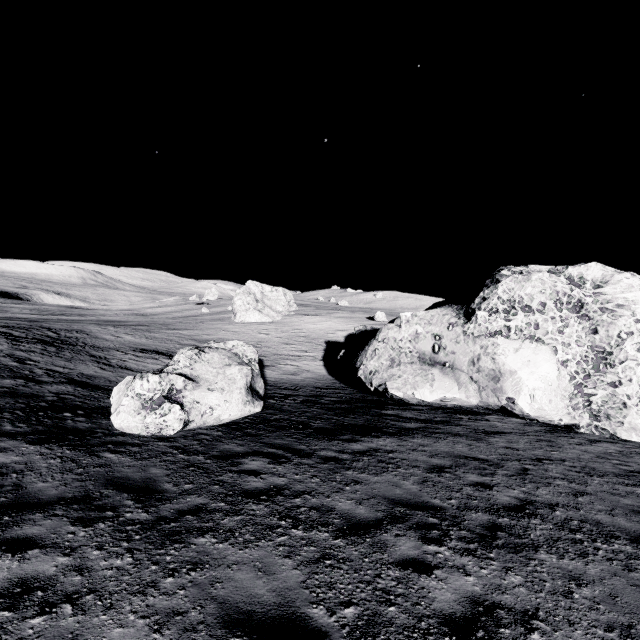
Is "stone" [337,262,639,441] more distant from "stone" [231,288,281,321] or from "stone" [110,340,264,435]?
"stone" [231,288,281,321]

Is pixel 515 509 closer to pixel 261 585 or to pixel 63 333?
pixel 261 585

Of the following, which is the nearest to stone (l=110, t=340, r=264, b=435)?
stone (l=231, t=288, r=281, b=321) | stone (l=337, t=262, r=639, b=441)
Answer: stone (l=337, t=262, r=639, b=441)

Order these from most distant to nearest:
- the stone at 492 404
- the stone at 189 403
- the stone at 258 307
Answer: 1. the stone at 258 307
2. the stone at 492 404
3. the stone at 189 403

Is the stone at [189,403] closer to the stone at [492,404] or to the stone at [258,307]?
the stone at [492,404]

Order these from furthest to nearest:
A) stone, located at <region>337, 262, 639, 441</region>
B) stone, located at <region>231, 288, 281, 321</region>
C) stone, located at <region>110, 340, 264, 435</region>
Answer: stone, located at <region>231, 288, 281, 321</region>, stone, located at <region>337, 262, 639, 441</region>, stone, located at <region>110, 340, 264, 435</region>
